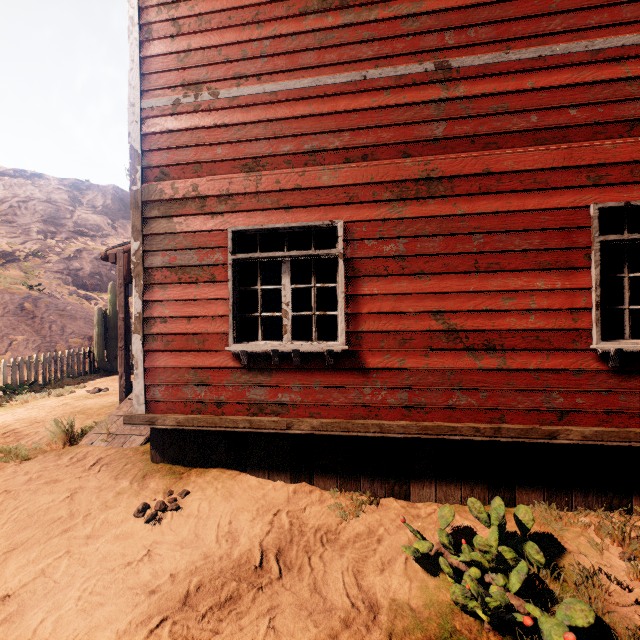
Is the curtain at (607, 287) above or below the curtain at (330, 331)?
above

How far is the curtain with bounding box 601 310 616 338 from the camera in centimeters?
345cm

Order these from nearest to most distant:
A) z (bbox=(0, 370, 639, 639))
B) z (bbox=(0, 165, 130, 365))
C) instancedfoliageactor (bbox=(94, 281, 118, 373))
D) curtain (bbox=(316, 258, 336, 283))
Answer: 1. z (bbox=(0, 370, 639, 639))
2. curtain (bbox=(316, 258, 336, 283))
3. instancedfoliageactor (bbox=(94, 281, 118, 373))
4. z (bbox=(0, 165, 130, 365))

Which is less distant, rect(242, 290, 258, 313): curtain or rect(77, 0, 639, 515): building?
rect(77, 0, 639, 515): building

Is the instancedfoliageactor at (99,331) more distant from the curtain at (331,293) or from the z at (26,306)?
the curtain at (331,293)

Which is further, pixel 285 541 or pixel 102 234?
pixel 102 234

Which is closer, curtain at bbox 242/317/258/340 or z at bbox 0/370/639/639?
z at bbox 0/370/639/639

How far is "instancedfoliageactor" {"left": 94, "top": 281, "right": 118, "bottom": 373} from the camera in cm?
1141
